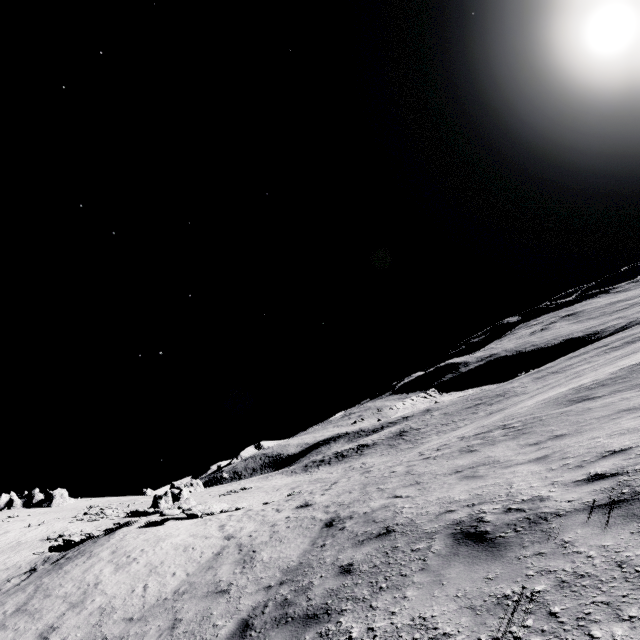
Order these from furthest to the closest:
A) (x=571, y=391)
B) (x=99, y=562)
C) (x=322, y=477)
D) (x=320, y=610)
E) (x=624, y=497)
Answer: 1. (x=322, y=477)
2. (x=571, y=391)
3. (x=99, y=562)
4. (x=320, y=610)
5. (x=624, y=497)

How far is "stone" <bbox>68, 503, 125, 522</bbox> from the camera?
41.6m

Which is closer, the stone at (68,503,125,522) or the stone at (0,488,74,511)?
the stone at (68,503,125,522)

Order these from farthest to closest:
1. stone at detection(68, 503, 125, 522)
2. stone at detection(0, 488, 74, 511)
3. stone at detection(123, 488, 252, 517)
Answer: stone at detection(0, 488, 74, 511), stone at detection(68, 503, 125, 522), stone at detection(123, 488, 252, 517)

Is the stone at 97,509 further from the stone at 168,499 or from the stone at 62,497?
Result: the stone at 168,499

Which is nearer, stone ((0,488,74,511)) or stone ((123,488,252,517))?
stone ((123,488,252,517))

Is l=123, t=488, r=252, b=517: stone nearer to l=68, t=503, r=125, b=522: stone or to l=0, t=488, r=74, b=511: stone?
l=68, t=503, r=125, b=522: stone

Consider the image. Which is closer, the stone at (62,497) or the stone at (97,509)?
the stone at (97,509)
